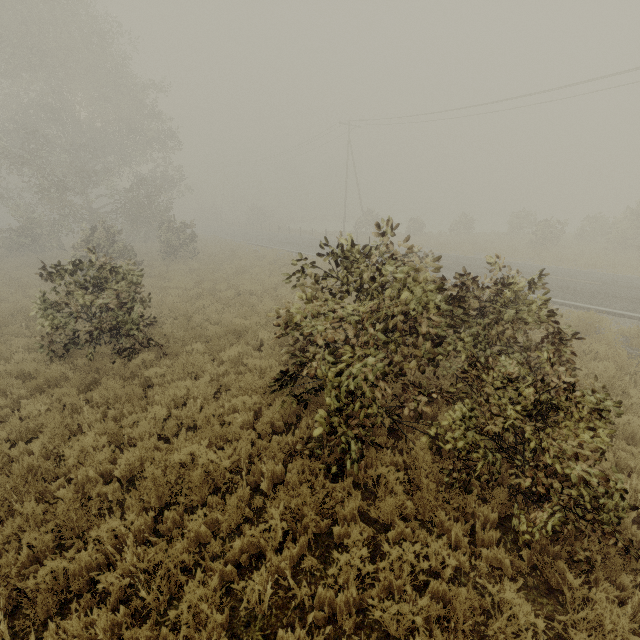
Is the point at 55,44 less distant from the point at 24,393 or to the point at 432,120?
the point at 24,393
